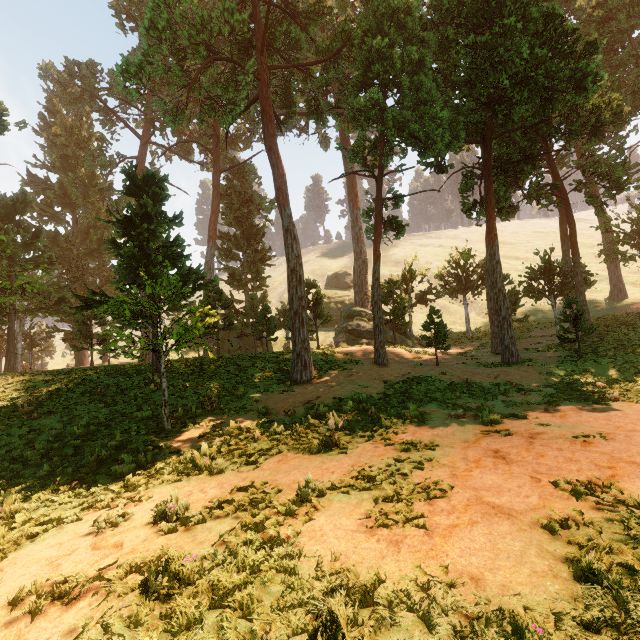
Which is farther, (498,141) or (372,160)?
(498,141)
